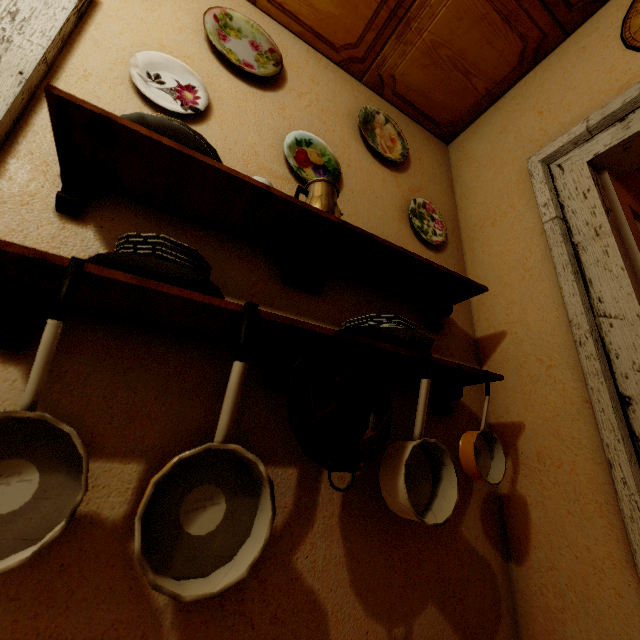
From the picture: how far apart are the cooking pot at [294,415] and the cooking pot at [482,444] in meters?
0.5

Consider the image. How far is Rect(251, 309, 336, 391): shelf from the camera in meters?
0.8 m

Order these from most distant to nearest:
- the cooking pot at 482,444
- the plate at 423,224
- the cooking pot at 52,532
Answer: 1. the plate at 423,224
2. the cooking pot at 482,444
3. the cooking pot at 52,532

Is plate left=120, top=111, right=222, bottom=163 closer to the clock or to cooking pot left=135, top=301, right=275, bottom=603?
cooking pot left=135, top=301, right=275, bottom=603

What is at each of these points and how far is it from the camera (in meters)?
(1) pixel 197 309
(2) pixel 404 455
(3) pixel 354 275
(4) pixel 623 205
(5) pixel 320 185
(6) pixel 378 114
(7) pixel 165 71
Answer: (1) shelf, 0.77
(2) cooking pot, 0.92
(3) shelf, 1.34
(4) door, 1.43
(5) coffee maker, 1.20
(6) plate, 1.87
(7) plate, 1.21

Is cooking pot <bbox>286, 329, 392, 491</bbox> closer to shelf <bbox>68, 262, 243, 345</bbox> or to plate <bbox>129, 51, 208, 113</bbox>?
shelf <bbox>68, 262, 243, 345</bbox>

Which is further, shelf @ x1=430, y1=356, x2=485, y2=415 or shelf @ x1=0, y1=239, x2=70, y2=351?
shelf @ x1=430, y1=356, x2=485, y2=415

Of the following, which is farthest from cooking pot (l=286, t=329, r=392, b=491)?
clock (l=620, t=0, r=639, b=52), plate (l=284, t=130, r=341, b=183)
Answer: clock (l=620, t=0, r=639, b=52)
